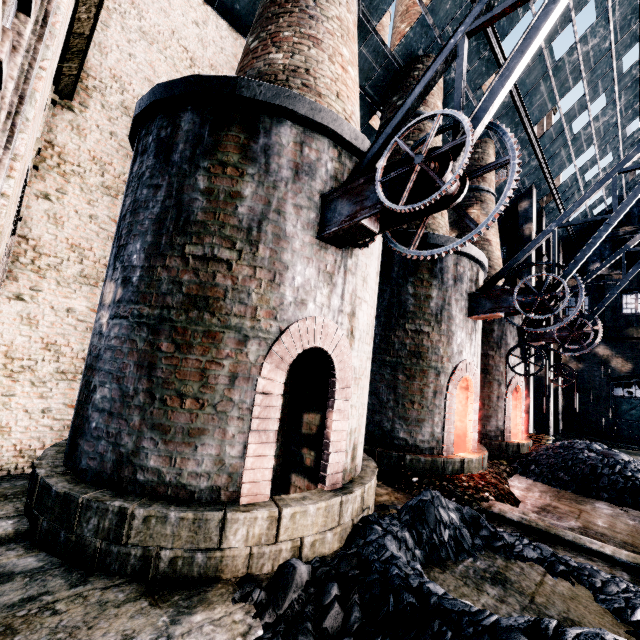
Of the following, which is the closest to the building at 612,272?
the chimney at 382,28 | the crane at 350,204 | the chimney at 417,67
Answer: the chimney at 417,67

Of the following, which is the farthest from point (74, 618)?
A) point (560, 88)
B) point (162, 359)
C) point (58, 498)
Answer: point (560, 88)

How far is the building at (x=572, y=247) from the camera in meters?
28.1 m

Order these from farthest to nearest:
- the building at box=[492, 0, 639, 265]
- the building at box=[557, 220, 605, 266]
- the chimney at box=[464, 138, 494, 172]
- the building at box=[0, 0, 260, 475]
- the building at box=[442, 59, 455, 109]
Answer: the building at box=[557, 220, 605, 266] → the chimney at box=[464, 138, 494, 172] → the building at box=[492, 0, 639, 265] → the building at box=[442, 59, 455, 109] → the building at box=[0, 0, 260, 475]

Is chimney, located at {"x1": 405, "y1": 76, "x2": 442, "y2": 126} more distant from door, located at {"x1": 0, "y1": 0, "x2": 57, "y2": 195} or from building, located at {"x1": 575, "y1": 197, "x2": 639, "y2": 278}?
door, located at {"x1": 0, "y1": 0, "x2": 57, "y2": 195}

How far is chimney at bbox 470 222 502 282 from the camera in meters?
15.8

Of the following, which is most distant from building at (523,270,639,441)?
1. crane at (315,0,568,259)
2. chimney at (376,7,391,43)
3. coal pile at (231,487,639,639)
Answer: chimney at (376,7,391,43)

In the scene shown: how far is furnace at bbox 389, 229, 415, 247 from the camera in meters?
10.1 m
